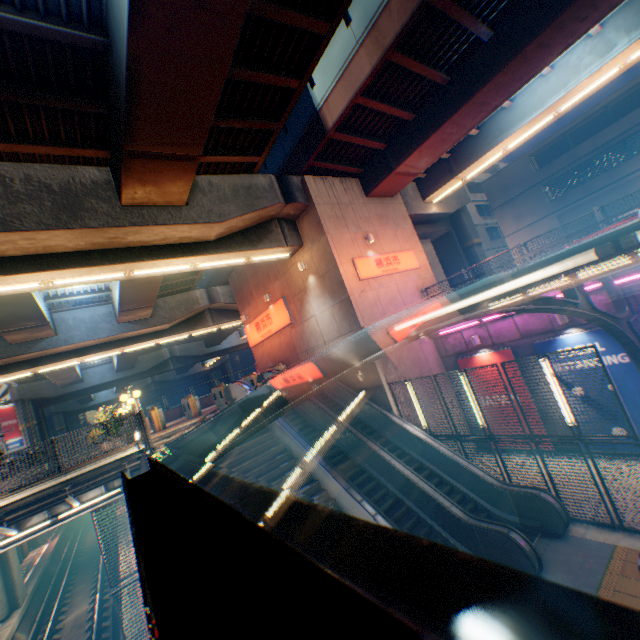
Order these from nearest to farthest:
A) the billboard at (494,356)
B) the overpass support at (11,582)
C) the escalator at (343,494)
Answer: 1. the escalator at (343,494)
2. the billboard at (494,356)
3. the overpass support at (11,582)

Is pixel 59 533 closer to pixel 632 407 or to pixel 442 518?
pixel 442 518

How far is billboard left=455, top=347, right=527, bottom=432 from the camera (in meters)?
13.46

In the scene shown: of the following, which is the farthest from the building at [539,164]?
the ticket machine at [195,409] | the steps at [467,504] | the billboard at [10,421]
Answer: the billboard at [10,421]

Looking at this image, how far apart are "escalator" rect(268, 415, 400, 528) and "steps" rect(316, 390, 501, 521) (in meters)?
1.88

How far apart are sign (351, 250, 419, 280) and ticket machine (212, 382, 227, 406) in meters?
9.2

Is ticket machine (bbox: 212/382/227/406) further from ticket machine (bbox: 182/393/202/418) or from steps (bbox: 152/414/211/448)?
steps (bbox: 152/414/211/448)

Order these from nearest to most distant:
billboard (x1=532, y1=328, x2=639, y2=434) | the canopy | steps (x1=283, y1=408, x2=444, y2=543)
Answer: the canopy → steps (x1=283, y1=408, x2=444, y2=543) → billboard (x1=532, y1=328, x2=639, y2=434)
